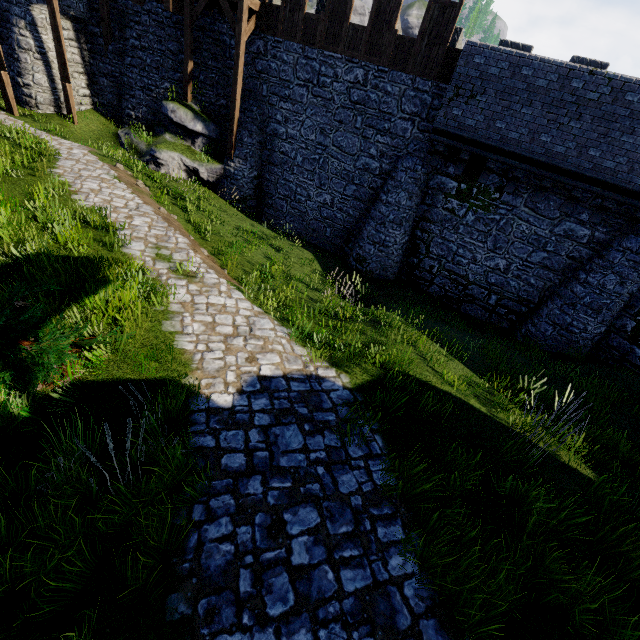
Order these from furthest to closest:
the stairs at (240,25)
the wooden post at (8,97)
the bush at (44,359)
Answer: the wooden post at (8,97)
the stairs at (240,25)
the bush at (44,359)

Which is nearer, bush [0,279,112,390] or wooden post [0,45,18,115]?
bush [0,279,112,390]

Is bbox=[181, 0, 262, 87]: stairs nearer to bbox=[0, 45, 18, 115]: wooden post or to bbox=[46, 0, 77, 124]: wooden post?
bbox=[46, 0, 77, 124]: wooden post

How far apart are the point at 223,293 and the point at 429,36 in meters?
12.0 m

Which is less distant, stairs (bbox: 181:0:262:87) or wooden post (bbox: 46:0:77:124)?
stairs (bbox: 181:0:262:87)

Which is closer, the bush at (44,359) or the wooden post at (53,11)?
the bush at (44,359)

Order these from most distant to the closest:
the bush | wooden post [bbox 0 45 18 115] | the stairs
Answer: wooden post [bbox 0 45 18 115], the stairs, the bush

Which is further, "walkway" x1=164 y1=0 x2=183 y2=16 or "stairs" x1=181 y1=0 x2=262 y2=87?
"walkway" x1=164 y1=0 x2=183 y2=16
